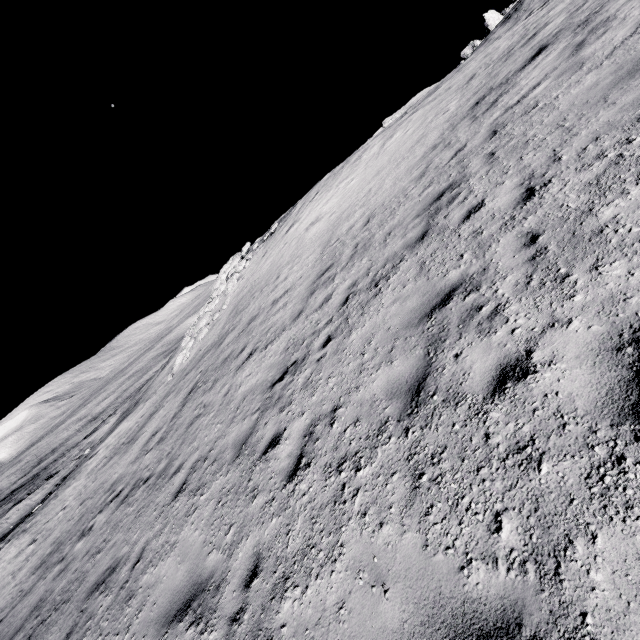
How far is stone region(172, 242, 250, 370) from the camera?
19.3 meters

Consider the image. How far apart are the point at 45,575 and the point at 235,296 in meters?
13.1 m

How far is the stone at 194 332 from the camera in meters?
19.3 m
